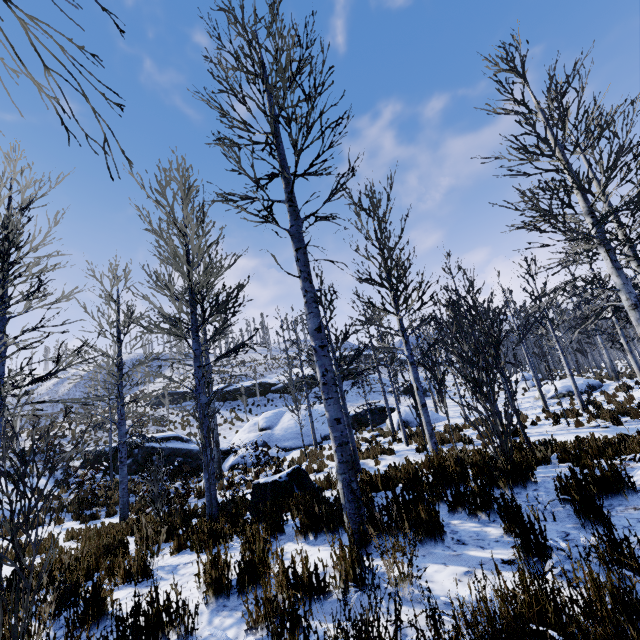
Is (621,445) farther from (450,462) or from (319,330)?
(319,330)

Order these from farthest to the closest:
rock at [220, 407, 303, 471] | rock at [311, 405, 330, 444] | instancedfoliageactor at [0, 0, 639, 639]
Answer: rock at [311, 405, 330, 444] < rock at [220, 407, 303, 471] < instancedfoliageactor at [0, 0, 639, 639]

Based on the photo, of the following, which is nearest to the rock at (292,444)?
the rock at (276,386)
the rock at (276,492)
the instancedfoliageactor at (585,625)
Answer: the instancedfoliageactor at (585,625)

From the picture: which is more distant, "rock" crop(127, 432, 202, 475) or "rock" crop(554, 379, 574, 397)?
"rock" crop(554, 379, 574, 397)

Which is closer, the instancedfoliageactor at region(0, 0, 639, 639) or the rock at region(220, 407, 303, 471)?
the instancedfoliageactor at region(0, 0, 639, 639)

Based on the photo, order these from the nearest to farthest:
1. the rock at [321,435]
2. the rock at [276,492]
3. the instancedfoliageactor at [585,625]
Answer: the instancedfoliageactor at [585,625] < the rock at [276,492] < the rock at [321,435]

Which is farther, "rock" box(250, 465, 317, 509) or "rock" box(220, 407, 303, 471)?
"rock" box(220, 407, 303, 471)

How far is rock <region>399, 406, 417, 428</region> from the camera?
21.30m
